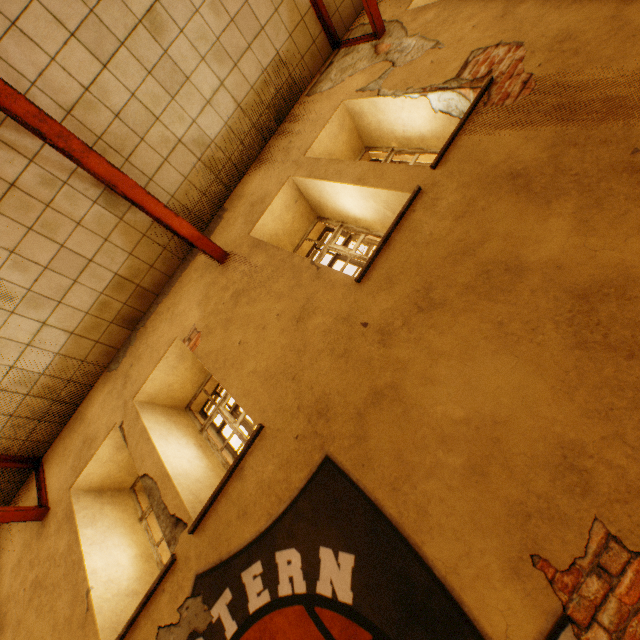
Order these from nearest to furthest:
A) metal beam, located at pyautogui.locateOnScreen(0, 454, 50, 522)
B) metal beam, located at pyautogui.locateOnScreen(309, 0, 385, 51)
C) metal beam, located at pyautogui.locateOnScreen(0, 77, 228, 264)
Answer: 1. metal beam, located at pyautogui.locateOnScreen(0, 77, 228, 264)
2. metal beam, located at pyautogui.locateOnScreen(0, 454, 50, 522)
3. metal beam, located at pyautogui.locateOnScreen(309, 0, 385, 51)

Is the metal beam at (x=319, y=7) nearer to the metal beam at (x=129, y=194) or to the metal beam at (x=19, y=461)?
the metal beam at (x=129, y=194)

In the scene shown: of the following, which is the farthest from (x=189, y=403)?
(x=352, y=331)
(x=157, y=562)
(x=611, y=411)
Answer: (x=611, y=411)

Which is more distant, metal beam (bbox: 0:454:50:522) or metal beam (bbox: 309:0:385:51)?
metal beam (bbox: 309:0:385:51)

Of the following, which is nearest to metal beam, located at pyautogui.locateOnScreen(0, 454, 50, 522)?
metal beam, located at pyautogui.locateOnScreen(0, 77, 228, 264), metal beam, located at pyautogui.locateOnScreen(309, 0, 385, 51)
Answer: metal beam, located at pyautogui.locateOnScreen(0, 77, 228, 264)

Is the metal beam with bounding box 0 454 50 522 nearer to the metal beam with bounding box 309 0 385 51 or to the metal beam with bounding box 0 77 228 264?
the metal beam with bounding box 0 77 228 264
